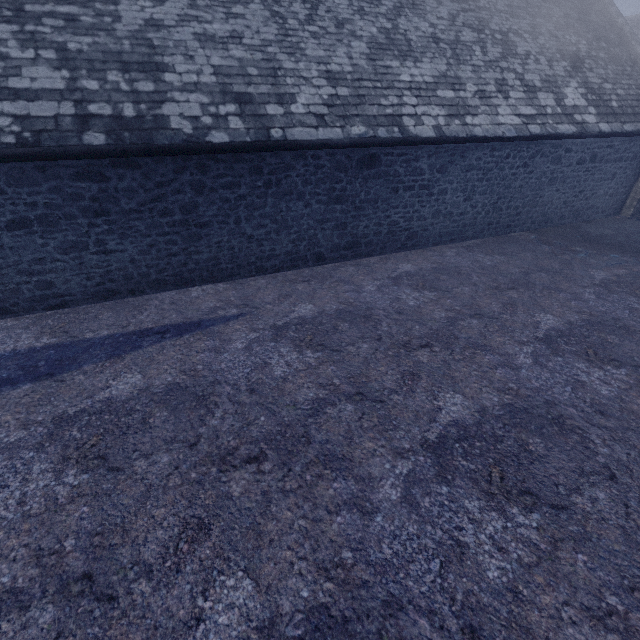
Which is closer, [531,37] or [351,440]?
[351,440]
